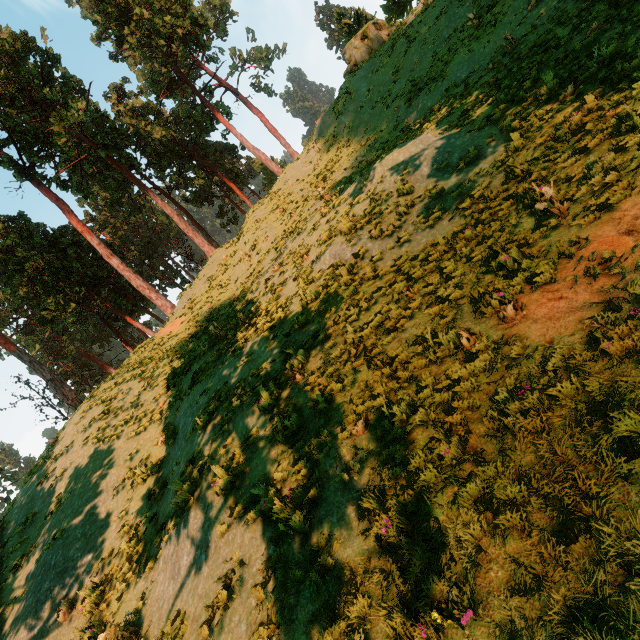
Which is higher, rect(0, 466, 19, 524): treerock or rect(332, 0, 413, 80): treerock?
rect(0, 466, 19, 524): treerock

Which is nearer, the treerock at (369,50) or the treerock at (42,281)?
the treerock at (369,50)

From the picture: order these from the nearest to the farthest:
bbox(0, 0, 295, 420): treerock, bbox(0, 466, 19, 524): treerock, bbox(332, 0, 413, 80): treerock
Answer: bbox(0, 466, 19, 524): treerock, bbox(332, 0, 413, 80): treerock, bbox(0, 0, 295, 420): treerock

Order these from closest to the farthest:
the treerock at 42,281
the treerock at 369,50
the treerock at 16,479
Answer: the treerock at 16,479 → the treerock at 369,50 → the treerock at 42,281

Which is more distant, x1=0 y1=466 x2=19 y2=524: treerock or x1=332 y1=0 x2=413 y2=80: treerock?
x1=332 y1=0 x2=413 y2=80: treerock

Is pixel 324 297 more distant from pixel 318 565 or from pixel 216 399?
pixel 318 565
